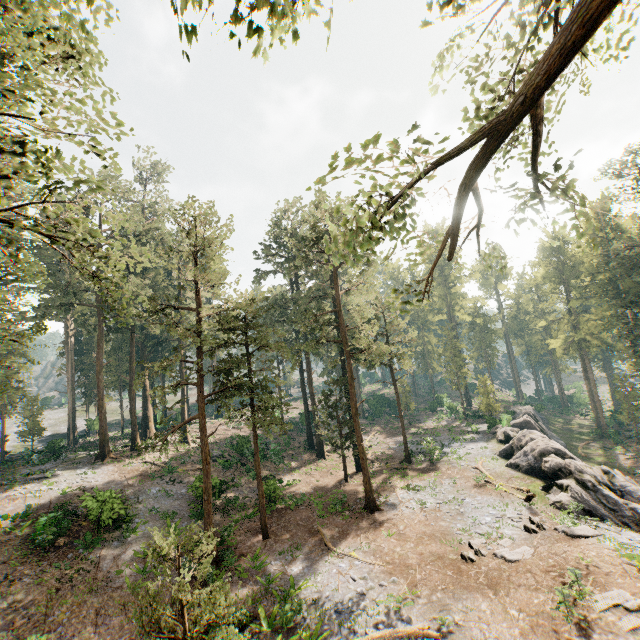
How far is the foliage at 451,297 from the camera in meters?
42.6

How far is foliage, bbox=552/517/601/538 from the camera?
18.0m

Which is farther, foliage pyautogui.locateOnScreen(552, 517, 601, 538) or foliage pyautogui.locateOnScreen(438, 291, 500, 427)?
foliage pyautogui.locateOnScreen(438, 291, 500, 427)

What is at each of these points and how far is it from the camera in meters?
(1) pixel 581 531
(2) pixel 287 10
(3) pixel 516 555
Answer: (1) foliage, 18.4
(2) foliage, 4.2
(3) foliage, 16.6

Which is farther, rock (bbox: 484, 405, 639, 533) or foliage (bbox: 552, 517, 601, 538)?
rock (bbox: 484, 405, 639, 533)

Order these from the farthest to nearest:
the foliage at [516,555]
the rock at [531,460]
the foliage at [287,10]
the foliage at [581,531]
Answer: the rock at [531,460], the foliage at [581,531], the foliage at [516,555], the foliage at [287,10]
